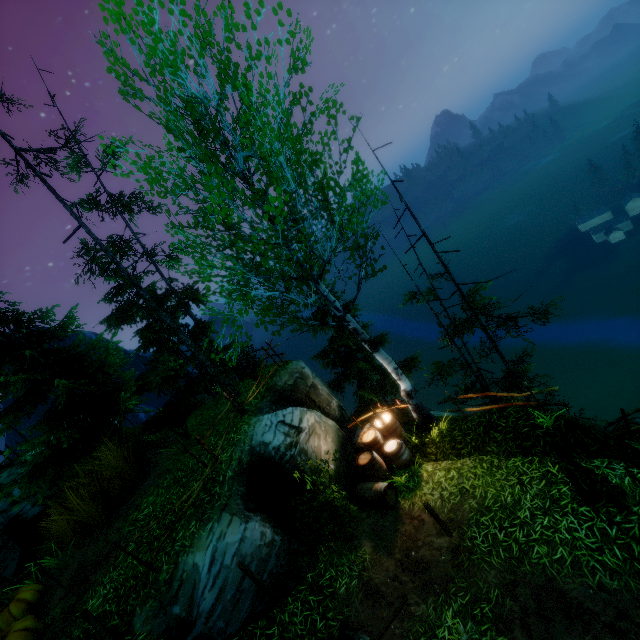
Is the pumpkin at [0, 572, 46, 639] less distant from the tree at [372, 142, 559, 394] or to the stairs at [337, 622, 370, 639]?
the stairs at [337, 622, 370, 639]

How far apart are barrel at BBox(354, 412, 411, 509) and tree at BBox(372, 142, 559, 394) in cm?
458

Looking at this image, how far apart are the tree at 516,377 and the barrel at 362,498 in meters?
4.6

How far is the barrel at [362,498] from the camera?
8.8 meters

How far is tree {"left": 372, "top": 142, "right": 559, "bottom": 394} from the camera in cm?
1068

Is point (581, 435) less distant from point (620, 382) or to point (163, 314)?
point (163, 314)

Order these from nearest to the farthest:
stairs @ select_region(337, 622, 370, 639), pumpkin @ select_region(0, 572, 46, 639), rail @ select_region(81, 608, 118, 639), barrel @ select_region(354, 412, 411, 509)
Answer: rail @ select_region(81, 608, 118, 639) → stairs @ select_region(337, 622, 370, 639) → pumpkin @ select_region(0, 572, 46, 639) → barrel @ select_region(354, 412, 411, 509)

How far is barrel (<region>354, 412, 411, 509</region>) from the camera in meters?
8.8
